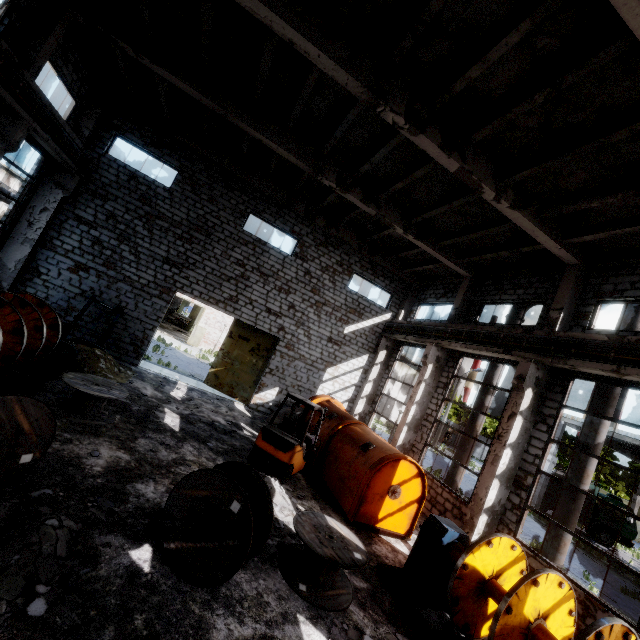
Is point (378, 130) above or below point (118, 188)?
above

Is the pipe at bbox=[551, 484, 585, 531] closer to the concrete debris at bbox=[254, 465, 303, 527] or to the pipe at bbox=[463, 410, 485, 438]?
the pipe at bbox=[463, 410, 485, 438]

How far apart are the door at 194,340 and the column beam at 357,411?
18.71m

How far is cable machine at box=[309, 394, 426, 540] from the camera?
9.0m

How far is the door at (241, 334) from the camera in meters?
16.8

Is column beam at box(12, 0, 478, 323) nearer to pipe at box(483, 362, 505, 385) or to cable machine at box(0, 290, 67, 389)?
pipe at box(483, 362, 505, 385)

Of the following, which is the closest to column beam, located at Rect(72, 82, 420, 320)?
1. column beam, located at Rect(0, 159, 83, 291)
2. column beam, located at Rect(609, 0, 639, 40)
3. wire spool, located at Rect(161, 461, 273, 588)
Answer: column beam, located at Rect(0, 159, 83, 291)

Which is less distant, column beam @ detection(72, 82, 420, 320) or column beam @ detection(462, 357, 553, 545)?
column beam @ detection(462, 357, 553, 545)
